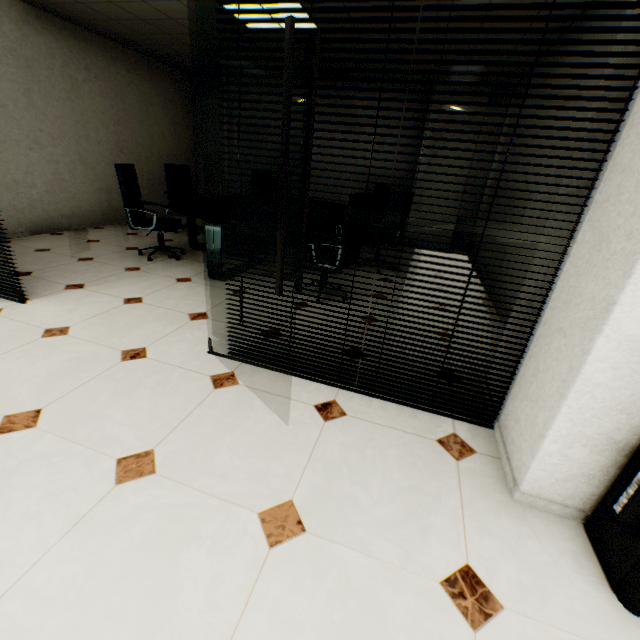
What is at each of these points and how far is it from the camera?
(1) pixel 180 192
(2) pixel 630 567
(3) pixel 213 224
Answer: (1) chair, 6.0m
(2) water cooler, 1.2m
(3) table, 3.6m

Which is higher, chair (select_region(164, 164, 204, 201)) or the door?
the door

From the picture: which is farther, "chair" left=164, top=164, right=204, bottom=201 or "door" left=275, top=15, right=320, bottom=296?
"chair" left=164, top=164, right=204, bottom=201

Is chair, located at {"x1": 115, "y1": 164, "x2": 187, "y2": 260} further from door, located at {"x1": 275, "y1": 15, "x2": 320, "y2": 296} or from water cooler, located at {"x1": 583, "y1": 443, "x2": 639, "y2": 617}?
water cooler, located at {"x1": 583, "y1": 443, "x2": 639, "y2": 617}

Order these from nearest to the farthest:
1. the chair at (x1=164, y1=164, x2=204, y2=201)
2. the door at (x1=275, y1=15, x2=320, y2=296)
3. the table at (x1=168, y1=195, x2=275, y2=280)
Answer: the door at (x1=275, y1=15, x2=320, y2=296), the table at (x1=168, y1=195, x2=275, y2=280), the chair at (x1=164, y1=164, x2=204, y2=201)

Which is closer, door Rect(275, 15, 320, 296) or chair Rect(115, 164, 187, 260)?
door Rect(275, 15, 320, 296)

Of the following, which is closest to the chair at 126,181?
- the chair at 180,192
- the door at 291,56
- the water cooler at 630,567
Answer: the chair at 180,192

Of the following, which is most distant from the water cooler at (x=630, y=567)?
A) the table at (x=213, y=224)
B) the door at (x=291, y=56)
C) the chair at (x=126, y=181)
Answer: the chair at (x=126, y=181)
